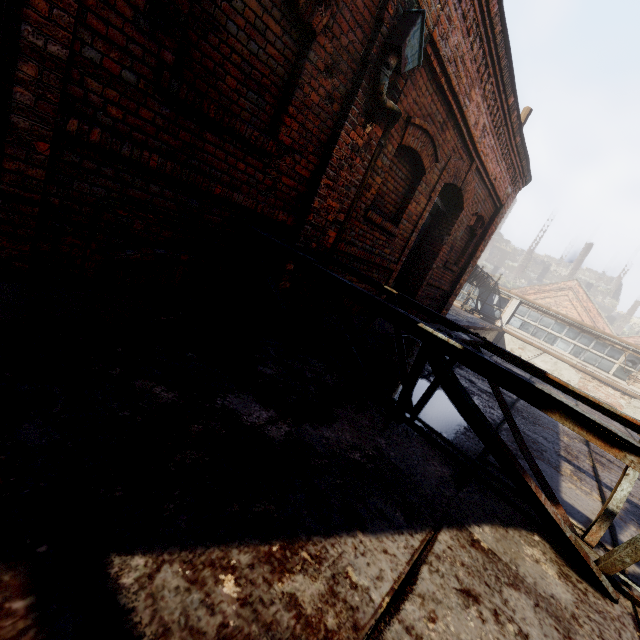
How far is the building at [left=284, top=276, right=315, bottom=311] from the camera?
4.19m

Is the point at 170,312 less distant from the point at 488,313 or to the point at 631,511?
the point at 631,511

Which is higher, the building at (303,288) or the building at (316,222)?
the building at (316,222)

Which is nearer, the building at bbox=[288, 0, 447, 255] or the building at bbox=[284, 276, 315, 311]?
the building at bbox=[288, 0, 447, 255]

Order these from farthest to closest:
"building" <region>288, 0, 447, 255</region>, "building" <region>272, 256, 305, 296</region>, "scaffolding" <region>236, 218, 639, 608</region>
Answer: "building" <region>272, 256, 305, 296</region> → "building" <region>288, 0, 447, 255</region> → "scaffolding" <region>236, 218, 639, 608</region>

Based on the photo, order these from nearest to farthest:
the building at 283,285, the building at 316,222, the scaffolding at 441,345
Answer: the scaffolding at 441,345
the building at 316,222
the building at 283,285
